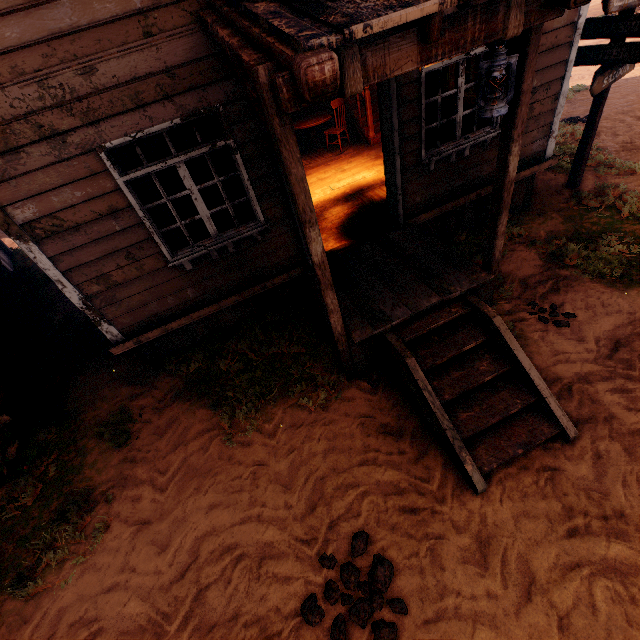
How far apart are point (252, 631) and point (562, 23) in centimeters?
819cm

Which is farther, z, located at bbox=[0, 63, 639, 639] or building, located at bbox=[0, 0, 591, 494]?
z, located at bbox=[0, 63, 639, 639]

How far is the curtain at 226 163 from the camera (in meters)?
4.00

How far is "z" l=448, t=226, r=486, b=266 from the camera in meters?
5.8 m

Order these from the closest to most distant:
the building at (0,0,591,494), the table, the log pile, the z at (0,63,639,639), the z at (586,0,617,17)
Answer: the building at (0,0,591,494) < the z at (0,63,639,639) < the table < the log pile < the z at (586,0,617,17)

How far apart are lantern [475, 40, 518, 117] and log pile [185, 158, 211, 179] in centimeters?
920cm

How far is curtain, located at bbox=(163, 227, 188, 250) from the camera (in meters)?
4.35

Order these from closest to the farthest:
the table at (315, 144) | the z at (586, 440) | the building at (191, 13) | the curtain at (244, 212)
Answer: the building at (191, 13) → the z at (586, 440) → the curtain at (244, 212) → the table at (315, 144)
